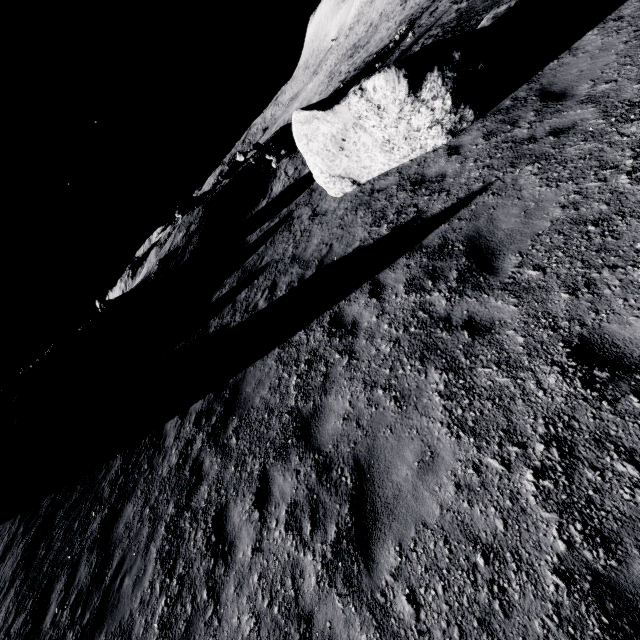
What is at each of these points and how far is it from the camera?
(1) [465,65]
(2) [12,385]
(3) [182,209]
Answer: (1) stone, 6.9 meters
(2) stone, 20.2 meters
(3) stone, 26.5 meters

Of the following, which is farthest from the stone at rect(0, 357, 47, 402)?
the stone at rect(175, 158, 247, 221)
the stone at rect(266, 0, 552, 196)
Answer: the stone at rect(266, 0, 552, 196)

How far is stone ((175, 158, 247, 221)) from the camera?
26.34m

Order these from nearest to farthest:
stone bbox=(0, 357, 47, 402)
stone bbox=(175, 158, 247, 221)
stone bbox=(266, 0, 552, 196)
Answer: stone bbox=(266, 0, 552, 196), stone bbox=(0, 357, 47, 402), stone bbox=(175, 158, 247, 221)

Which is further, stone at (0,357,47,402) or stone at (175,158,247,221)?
stone at (175,158,247,221)

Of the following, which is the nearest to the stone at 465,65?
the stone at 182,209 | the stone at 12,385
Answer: the stone at 182,209
